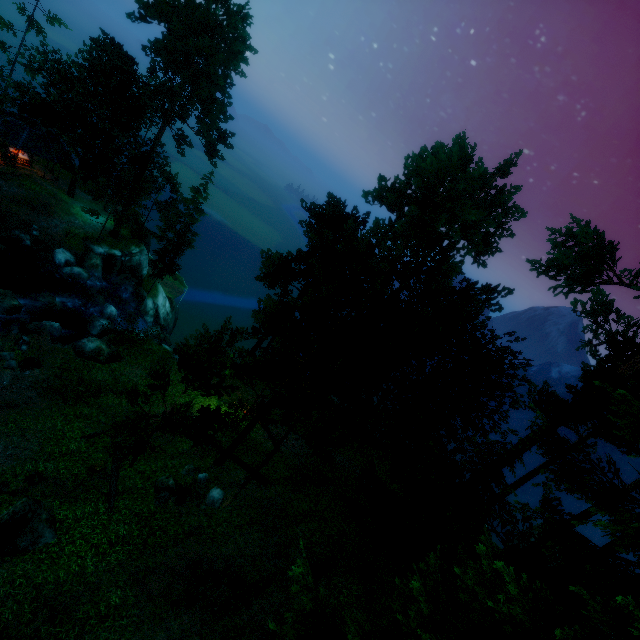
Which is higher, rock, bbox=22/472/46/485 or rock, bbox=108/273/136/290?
rock, bbox=22/472/46/485

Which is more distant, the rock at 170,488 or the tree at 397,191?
the rock at 170,488

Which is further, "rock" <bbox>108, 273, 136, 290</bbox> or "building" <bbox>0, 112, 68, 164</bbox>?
"rock" <bbox>108, 273, 136, 290</bbox>

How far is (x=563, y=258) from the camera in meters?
23.0 m

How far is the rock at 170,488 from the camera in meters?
14.1

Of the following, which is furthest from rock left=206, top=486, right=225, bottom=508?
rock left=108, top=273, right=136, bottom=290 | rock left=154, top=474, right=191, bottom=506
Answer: rock left=108, top=273, right=136, bottom=290

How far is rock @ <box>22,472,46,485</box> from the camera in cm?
1317

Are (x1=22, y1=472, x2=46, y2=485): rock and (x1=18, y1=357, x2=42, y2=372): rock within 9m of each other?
yes
